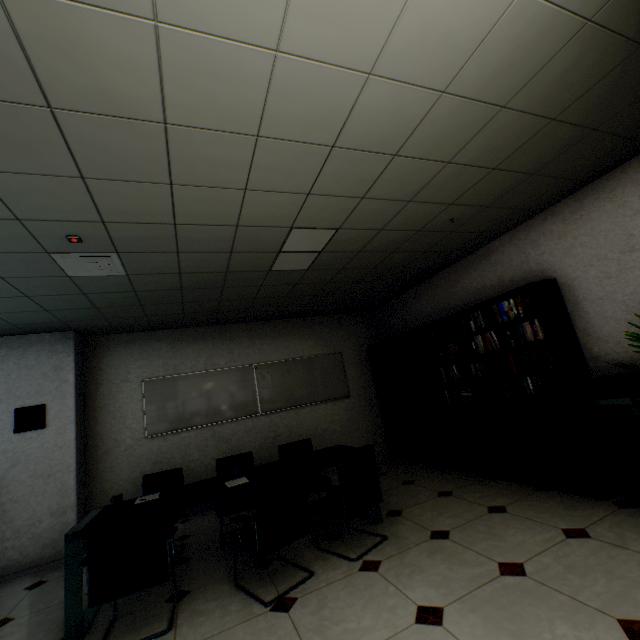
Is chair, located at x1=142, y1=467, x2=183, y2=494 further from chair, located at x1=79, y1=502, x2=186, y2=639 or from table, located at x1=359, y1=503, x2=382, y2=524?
chair, located at x1=79, y1=502, x2=186, y2=639

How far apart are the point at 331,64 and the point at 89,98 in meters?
1.2 m

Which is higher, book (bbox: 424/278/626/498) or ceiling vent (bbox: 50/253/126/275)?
ceiling vent (bbox: 50/253/126/275)

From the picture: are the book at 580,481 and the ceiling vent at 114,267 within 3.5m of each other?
no

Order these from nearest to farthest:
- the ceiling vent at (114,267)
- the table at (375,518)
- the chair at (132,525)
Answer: the chair at (132,525)
the ceiling vent at (114,267)
the table at (375,518)

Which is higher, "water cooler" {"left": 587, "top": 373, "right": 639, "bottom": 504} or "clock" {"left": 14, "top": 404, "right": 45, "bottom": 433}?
"clock" {"left": 14, "top": 404, "right": 45, "bottom": 433}

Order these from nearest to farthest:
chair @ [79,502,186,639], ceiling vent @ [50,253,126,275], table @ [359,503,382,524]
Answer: chair @ [79,502,186,639], ceiling vent @ [50,253,126,275], table @ [359,503,382,524]

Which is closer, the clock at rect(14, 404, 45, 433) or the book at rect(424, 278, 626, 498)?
the book at rect(424, 278, 626, 498)
